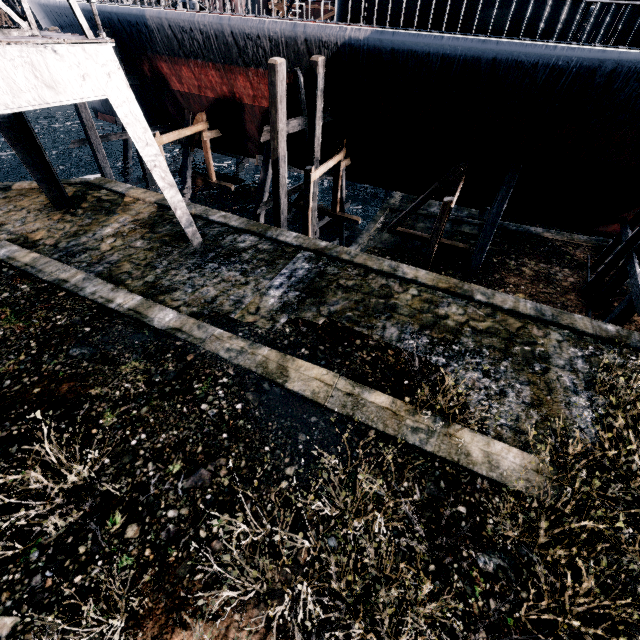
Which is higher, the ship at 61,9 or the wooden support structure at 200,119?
the ship at 61,9

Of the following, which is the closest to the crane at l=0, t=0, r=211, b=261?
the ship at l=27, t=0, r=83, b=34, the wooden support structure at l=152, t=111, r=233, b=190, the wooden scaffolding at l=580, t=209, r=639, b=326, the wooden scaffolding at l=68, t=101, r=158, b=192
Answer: the ship at l=27, t=0, r=83, b=34

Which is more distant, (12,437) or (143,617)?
(12,437)

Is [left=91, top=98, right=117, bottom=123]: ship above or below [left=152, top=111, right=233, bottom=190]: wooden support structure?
below

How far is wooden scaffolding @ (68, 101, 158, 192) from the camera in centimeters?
1817cm

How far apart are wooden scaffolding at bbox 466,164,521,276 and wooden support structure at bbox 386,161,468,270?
1.0 meters

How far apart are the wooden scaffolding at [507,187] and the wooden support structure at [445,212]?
1.0 meters

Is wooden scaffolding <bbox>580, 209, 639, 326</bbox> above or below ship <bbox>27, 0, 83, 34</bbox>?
below
